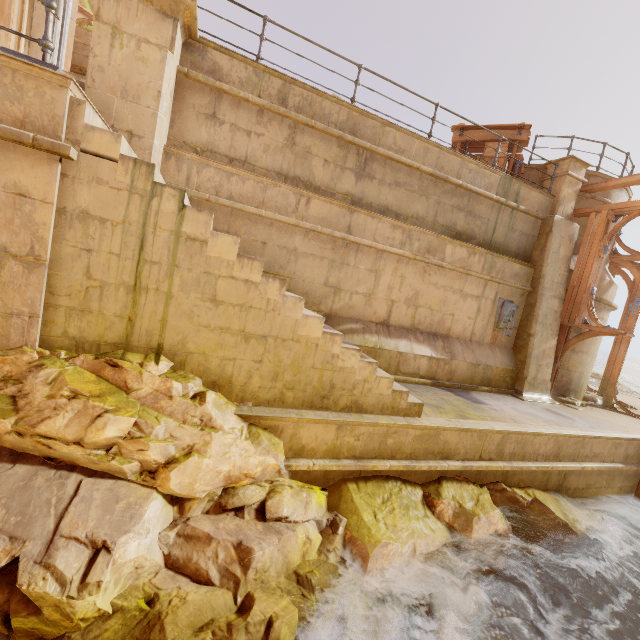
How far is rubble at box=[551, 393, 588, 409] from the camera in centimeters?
934cm

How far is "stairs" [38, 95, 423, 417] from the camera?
3.52m

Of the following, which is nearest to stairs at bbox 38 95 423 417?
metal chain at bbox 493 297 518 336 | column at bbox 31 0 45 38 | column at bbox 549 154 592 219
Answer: metal chain at bbox 493 297 518 336

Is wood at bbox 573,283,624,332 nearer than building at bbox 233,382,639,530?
No

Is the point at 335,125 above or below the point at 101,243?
above

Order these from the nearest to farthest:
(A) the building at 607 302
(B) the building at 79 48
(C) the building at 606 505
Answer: (C) the building at 606 505 < (A) the building at 607 302 < (B) the building at 79 48

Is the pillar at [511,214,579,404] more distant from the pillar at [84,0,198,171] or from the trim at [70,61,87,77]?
the trim at [70,61,87,77]

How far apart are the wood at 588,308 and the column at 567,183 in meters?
2.0 m
